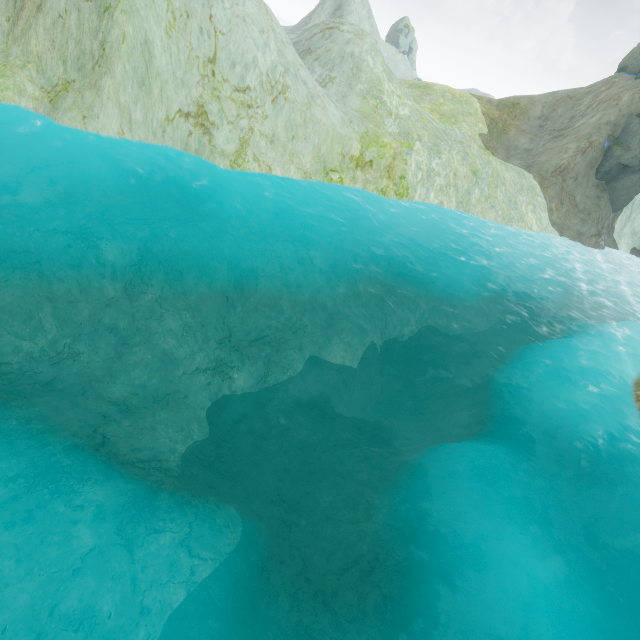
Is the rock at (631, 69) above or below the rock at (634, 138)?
above

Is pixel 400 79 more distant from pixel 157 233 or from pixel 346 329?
pixel 157 233

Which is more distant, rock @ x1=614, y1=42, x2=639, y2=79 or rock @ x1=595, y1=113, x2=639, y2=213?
rock @ x1=614, y1=42, x2=639, y2=79

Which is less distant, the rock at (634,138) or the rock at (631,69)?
the rock at (634,138)

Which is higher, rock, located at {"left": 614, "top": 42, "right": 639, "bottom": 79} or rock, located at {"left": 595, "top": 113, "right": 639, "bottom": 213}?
rock, located at {"left": 614, "top": 42, "right": 639, "bottom": 79}
